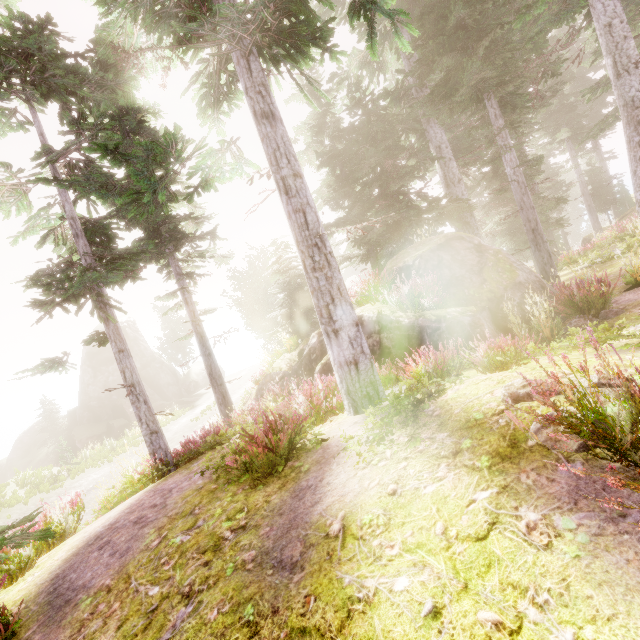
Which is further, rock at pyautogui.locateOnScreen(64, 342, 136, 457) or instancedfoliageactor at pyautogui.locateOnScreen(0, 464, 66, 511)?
rock at pyautogui.locateOnScreen(64, 342, 136, 457)

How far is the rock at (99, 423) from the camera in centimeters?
2995cm

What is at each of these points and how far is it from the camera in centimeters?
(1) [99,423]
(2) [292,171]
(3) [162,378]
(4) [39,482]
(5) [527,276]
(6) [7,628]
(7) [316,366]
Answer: (1) rock, 3278cm
(2) instancedfoliageactor, 657cm
(3) rock, 4025cm
(4) instancedfoliageactor, 1762cm
(5) rock, 888cm
(6) instancedfoliageactor, 404cm
(7) rock, 1127cm

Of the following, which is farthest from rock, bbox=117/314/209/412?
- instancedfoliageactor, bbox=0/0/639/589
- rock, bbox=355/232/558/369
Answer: rock, bbox=355/232/558/369

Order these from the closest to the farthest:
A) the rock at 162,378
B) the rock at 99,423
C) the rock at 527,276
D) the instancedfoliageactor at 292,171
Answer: the instancedfoliageactor at 292,171 → the rock at 527,276 → the rock at 99,423 → the rock at 162,378

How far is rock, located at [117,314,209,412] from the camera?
35.88m

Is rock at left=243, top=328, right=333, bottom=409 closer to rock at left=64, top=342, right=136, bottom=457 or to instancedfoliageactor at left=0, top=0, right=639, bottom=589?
instancedfoliageactor at left=0, top=0, right=639, bottom=589

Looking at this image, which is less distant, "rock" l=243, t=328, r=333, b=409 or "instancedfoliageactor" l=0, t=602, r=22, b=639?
"instancedfoliageactor" l=0, t=602, r=22, b=639
